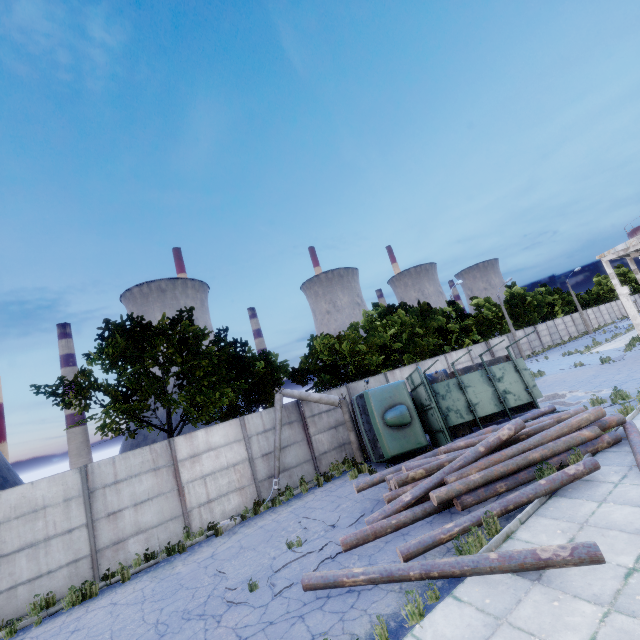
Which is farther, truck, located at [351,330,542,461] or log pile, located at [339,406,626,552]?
truck, located at [351,330,542,461]

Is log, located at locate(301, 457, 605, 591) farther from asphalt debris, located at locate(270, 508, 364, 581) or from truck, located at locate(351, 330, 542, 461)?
truck, located at locate(351, 330, 542, 461)

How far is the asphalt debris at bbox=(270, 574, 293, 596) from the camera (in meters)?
7.07

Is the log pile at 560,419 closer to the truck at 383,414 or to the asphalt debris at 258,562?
the asphalt debris at 258,562

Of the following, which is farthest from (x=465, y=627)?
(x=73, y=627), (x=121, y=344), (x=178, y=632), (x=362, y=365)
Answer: (x=362, y=365)

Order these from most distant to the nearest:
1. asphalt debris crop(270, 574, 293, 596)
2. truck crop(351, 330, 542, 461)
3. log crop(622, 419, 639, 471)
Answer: truck crop(351, 330, 542, 461) → log crop(622, 419, 639, 471) → asphalt debris crop(270, 574, 293, 596)

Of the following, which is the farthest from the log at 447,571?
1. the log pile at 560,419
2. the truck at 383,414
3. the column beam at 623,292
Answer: the column beam at 623,292
